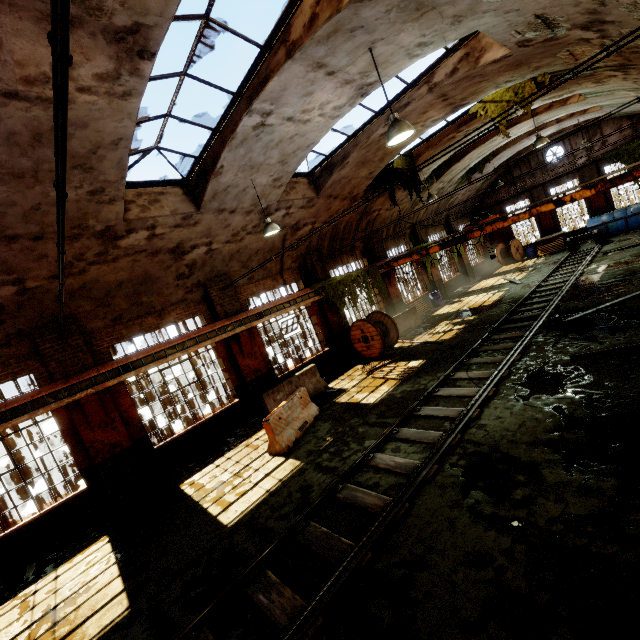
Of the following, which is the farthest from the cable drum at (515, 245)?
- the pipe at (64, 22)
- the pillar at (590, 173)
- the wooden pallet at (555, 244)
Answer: the pipe at (64, 22)

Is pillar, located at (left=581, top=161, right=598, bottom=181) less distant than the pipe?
No

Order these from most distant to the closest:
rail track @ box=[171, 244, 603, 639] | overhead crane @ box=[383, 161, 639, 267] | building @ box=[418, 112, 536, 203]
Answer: building @ box=[418, 112, 536, 203] < overhead crane @ box=[383, 161, 639, 267] < rail track @ box=[171, 244, 603, 639]

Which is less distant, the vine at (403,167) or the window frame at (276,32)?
the window frame at (276,32)

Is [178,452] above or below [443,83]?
below

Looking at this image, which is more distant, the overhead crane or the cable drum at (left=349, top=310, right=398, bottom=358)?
the cable drum at (left=349, top=310, right=398, bottom=358)

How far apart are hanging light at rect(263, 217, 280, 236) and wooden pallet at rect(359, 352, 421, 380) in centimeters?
603cm

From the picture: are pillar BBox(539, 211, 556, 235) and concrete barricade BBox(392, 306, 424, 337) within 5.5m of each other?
no
